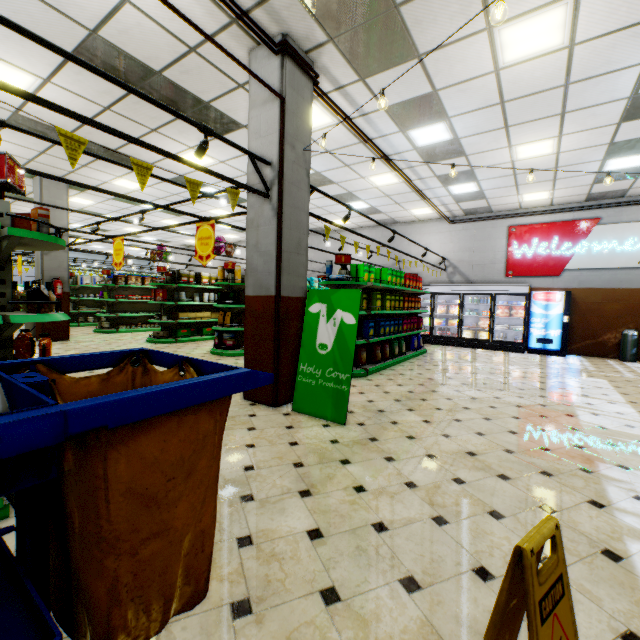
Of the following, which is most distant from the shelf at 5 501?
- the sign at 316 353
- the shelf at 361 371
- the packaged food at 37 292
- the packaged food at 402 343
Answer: the packaged food at 402 343

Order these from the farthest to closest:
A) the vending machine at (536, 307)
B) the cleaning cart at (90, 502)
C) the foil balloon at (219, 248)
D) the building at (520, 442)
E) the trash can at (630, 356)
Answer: the foil balloon at (219, 248)
the vending machine at (536, 307)
the trash can at (630, 356)
the building at (520, 442)
the cleaning cart at (90, 502)

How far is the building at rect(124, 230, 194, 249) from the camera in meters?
17.9 m

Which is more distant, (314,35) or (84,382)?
(314,35)

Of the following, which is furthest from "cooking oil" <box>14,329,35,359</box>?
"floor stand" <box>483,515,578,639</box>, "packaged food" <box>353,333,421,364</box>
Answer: "packaged food" <box>353,333,421,364</box>

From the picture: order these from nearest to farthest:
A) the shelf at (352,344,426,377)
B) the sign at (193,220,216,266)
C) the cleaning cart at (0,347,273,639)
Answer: the cleaning cart at (0,347,273,639)
the sign at (193,220,216,266)
the shelf at (352,344,426,377)

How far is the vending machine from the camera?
10.1m

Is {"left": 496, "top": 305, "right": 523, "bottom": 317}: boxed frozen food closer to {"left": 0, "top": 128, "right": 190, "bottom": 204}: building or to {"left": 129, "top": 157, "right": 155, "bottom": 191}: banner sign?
{"left": 0, "top": 128, "right": 190, "bottom": 204}: building
